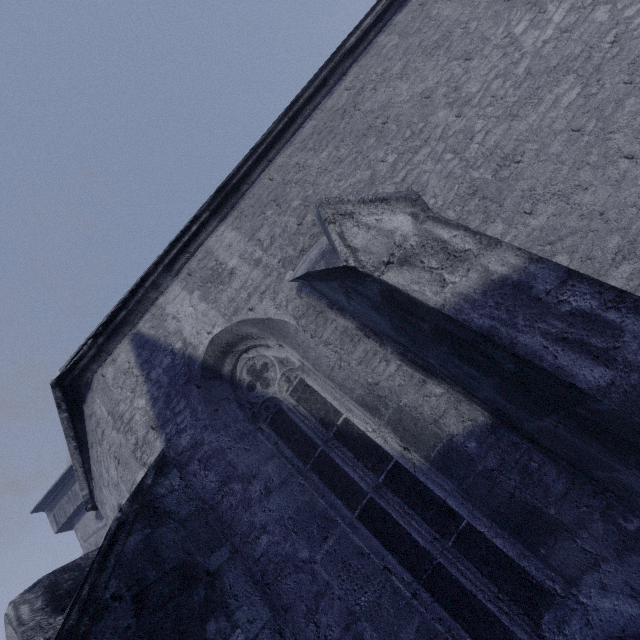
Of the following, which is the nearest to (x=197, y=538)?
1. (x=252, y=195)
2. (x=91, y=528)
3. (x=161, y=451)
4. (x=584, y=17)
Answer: (x=161, y=451)
